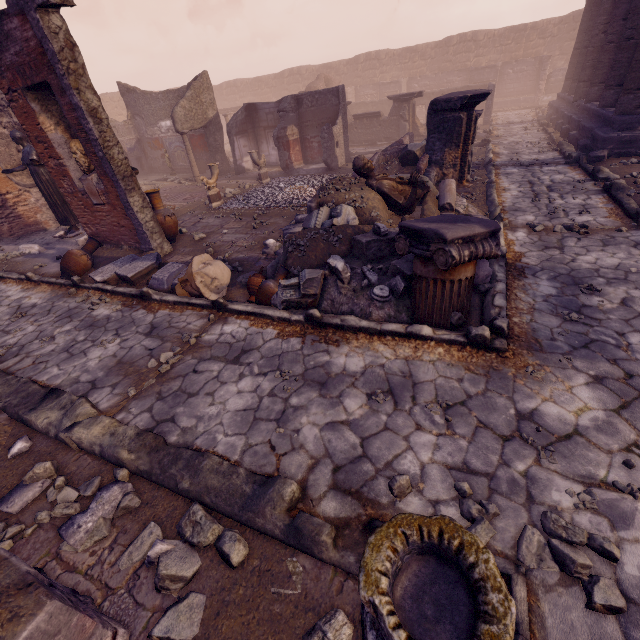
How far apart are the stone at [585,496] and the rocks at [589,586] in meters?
0.2

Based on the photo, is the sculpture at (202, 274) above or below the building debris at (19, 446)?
above

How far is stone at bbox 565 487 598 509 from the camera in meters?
2.4

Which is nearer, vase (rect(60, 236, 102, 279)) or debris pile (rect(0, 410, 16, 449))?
debris pile (rect(0, 410, 16, 449))

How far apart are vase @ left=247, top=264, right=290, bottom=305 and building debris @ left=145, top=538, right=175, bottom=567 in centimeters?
345cm

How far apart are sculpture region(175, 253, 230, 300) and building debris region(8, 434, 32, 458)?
2.66m

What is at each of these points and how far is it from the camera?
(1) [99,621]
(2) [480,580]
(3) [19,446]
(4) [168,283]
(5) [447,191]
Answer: (1) building debris, 2.0 meters
(2) column base, 1.5 meters
(3) building debris, 3.6 meters
(4) debris pile, 6.3 meters
(5) debris pile, 6.6 meters

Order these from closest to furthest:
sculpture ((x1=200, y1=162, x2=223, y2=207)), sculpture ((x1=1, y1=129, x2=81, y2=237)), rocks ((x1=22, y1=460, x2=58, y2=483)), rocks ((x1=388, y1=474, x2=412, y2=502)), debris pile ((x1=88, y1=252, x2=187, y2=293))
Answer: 1. rocks ((x1=388, y1=474, x2=412, y2=502))
2. rocks ((x1=22, y1=460, x2=58, y2=483))
3. debris pile ((x1=88, y1=252, x2=187, y2=293))
4. sculpture ((x1=1, y1=129, x2=81, y2=237))
5. sculpture ((x1=200, y1=162, x2=223, y2=207))
